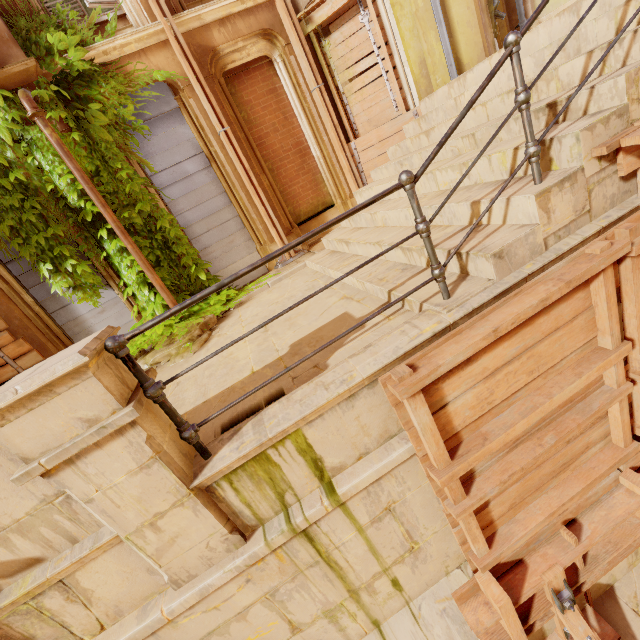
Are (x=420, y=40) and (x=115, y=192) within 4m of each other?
no

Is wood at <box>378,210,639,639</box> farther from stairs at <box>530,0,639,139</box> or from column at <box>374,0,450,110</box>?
column at <box>374,0,450,110</box>

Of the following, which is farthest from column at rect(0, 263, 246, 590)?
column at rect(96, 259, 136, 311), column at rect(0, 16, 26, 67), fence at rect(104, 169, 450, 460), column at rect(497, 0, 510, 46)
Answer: column at rect(497, 0, 510, 46)

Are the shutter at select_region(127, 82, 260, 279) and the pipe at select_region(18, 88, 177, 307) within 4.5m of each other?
yes

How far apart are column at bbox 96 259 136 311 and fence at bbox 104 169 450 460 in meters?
5.2

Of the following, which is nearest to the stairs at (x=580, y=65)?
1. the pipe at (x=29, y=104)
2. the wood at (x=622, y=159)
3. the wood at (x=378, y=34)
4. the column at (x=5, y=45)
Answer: the wood at (x=622, y=159)

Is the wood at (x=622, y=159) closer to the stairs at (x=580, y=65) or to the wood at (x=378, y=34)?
the stairs at (x=580, y=65)

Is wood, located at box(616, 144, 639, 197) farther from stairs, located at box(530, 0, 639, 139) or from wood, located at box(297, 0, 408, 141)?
wood, located at box(297, 0, 408, 141)
